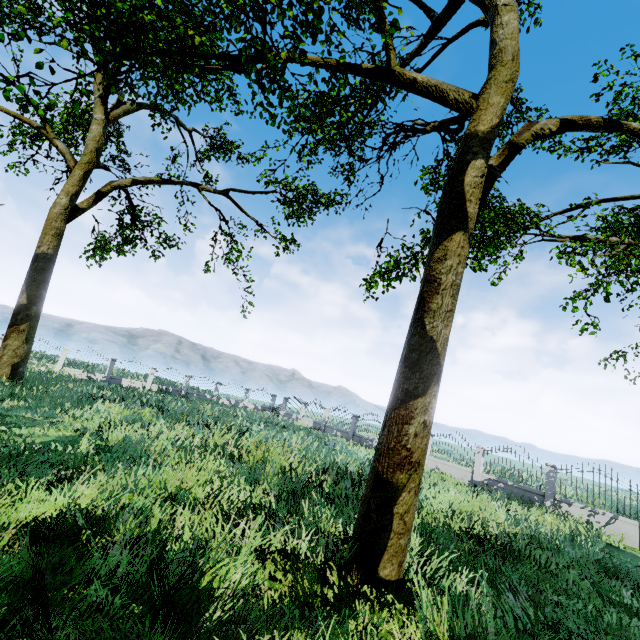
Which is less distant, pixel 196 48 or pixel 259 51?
pixel 259 51

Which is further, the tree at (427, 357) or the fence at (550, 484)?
the fence at (550, 484)

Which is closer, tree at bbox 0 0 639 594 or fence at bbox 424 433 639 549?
tree at bbox 0 0 639 594
